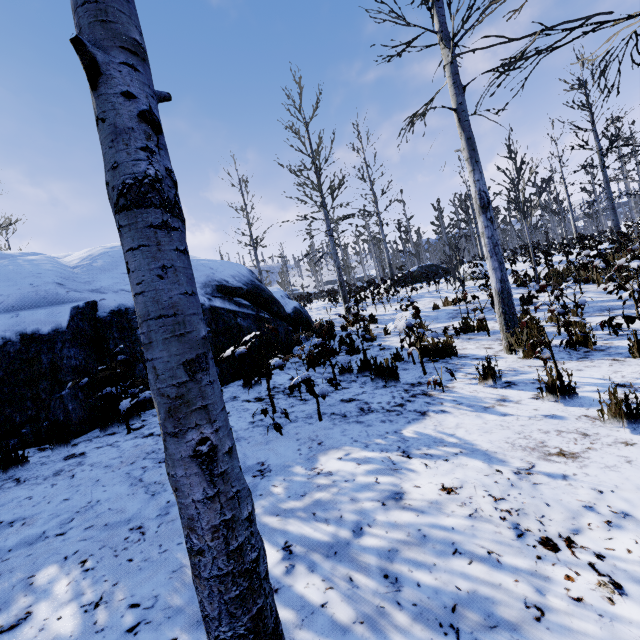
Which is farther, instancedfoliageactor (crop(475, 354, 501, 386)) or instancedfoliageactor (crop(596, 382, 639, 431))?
instancedfoliageactor (crop(475, 354, 501, 386))

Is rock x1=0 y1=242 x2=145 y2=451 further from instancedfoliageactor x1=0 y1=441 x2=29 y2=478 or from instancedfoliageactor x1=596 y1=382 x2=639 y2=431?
instancedfoliageactor x1=596 y1=382 x2=639 y2=431

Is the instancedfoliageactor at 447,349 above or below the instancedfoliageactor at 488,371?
above

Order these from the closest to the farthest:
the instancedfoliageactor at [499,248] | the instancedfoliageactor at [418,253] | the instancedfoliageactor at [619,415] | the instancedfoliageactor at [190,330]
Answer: the instancedfoliageactor at [190,330] < the instancedfoliageactor at [619,415] < the instancedfoliageactor at [499,248] < the instancedfoliageactor at [418,253]

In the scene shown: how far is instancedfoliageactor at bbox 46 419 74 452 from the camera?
3.4 meters

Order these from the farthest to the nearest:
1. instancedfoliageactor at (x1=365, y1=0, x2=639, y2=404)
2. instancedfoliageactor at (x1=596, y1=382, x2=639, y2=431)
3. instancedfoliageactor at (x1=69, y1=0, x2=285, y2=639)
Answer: instancedfoliageactor at (x1=365, y1=0, x2=639, y2=404) → instancedfoliageactor at (x1=596, y1=382, x2=639, y2=431) → instancedfoliageactor at (x1=69, y1=0, x2=285, y2=639)

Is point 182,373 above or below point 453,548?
above
